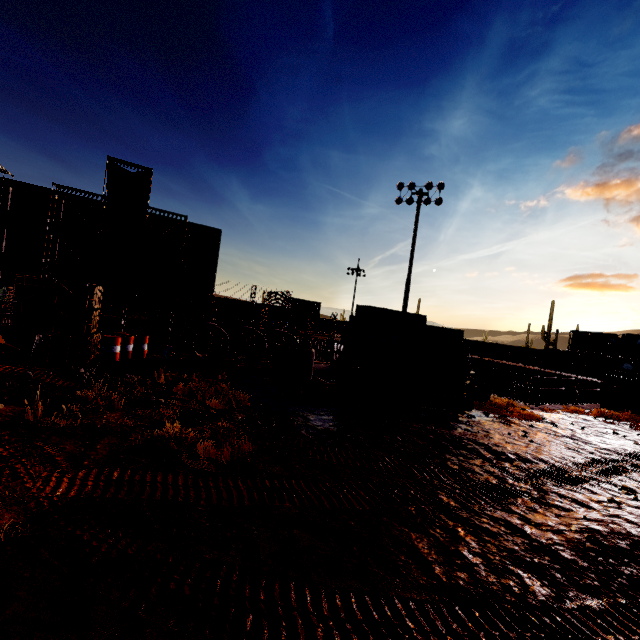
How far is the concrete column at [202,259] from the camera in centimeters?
3769cm

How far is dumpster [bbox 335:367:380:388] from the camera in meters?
11.5 m

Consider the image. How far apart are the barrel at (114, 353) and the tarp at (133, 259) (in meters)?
24.33

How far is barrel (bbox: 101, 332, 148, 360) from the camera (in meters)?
11.75

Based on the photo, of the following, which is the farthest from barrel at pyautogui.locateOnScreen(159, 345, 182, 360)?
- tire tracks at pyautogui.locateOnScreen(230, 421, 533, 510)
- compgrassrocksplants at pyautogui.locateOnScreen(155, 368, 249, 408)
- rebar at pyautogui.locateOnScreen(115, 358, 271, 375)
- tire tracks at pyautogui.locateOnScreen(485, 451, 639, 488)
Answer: tire tracks at pyautogui.locateOnScreen(485, 451, 639, 488)

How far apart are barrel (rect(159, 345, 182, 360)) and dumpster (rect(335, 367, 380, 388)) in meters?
6.7

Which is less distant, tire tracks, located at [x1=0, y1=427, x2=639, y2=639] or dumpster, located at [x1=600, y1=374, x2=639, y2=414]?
tire tracks, located at [x1=0, y1=427, x2=639, y2=639]

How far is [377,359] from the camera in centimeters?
1255cm
